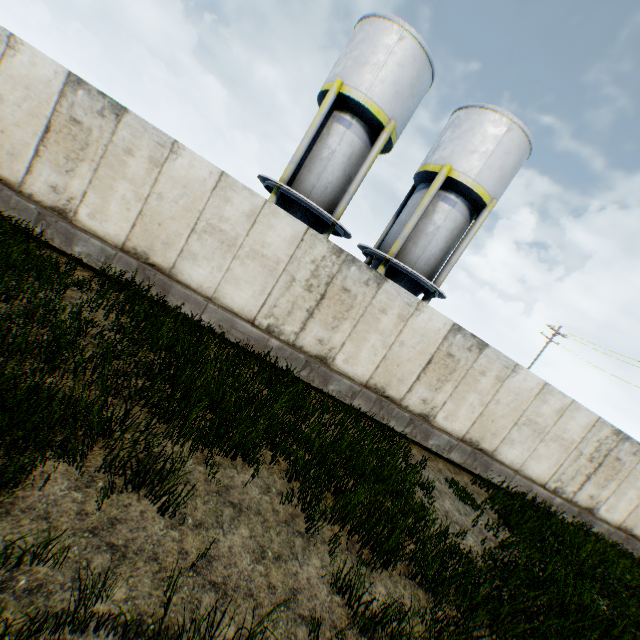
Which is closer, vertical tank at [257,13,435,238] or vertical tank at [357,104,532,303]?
vertical tank at [257,13,435,238]

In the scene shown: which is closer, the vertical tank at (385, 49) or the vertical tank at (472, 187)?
the vertical tank at (385, 49)

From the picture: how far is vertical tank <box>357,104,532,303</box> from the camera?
13.76m

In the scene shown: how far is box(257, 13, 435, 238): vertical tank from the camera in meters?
12.6

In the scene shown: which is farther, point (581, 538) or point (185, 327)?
point (581, 538)

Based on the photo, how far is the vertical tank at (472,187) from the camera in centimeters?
1376cm
